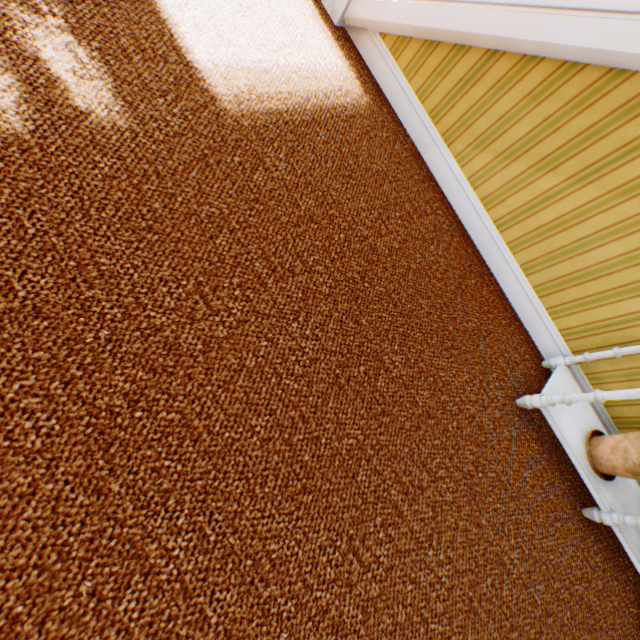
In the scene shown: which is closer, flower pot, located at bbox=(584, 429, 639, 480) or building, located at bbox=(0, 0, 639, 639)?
building, located at bbox=(0, 0, 639, 639)

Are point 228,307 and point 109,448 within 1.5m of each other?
yes

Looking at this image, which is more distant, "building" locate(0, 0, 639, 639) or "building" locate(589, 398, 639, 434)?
"building" locate(589, 398, 639, 434)

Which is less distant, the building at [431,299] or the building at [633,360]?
the building at [431,299]

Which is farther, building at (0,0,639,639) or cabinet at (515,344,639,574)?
cabinet at (515,344,639,574)
